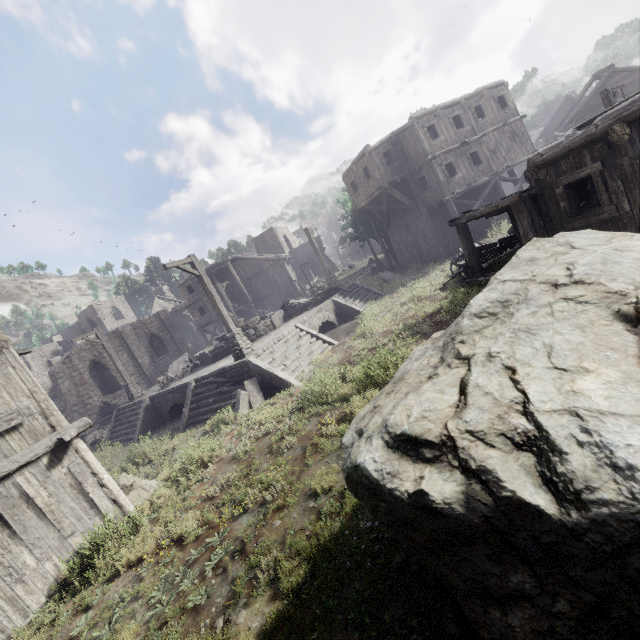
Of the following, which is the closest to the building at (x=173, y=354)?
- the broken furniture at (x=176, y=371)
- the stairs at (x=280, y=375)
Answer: the stairs at (x=280, y=375)

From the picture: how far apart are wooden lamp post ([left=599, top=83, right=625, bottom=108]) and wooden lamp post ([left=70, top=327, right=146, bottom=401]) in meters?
28.0

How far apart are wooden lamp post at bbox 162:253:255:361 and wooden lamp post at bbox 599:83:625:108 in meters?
19.5

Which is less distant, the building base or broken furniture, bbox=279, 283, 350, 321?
the building base

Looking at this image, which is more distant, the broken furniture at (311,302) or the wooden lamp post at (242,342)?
the broken furniture at (311,302)

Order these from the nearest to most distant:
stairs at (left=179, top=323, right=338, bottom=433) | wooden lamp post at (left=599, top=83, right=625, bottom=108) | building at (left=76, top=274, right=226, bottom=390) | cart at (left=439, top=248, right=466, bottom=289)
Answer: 1. stairs at (left=179, top=323, right=338, bottom=433)
2. cart at (left=439, top=248, right=466, bottom=289)
3. wooden lamp post at (left=599, top=83, right=625, bottom=108)
4. building at (left=76, top=274, right=226, bottom=390)

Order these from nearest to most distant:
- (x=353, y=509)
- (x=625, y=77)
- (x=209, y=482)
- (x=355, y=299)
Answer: (x=353, y=509) → (x=209, y=482) → (x=355, y=299) → (x=625, y=77)

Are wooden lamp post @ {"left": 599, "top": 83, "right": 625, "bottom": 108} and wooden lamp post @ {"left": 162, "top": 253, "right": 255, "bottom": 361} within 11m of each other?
no
